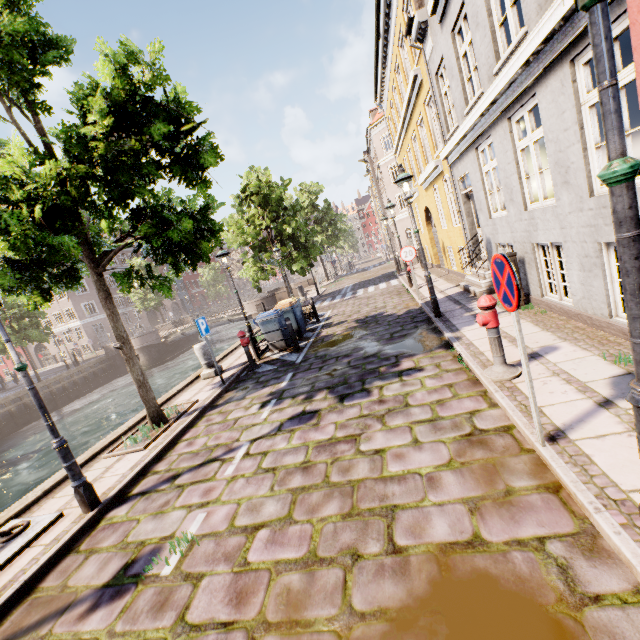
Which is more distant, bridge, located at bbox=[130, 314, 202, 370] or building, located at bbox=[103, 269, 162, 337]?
building, located at bbox=[103, 269, 162, 337]

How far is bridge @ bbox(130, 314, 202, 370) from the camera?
29.73m

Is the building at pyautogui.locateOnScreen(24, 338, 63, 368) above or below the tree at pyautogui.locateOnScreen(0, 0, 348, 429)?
below

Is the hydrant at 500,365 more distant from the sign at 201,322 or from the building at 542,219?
the building at 542,219

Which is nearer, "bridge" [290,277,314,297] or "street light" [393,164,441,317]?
"street light" [393,164,441,317]

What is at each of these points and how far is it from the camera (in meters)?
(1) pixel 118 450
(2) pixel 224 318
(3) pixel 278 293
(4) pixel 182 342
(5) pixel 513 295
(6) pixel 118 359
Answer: (1) tree planter, 6.44
(2) bridge, 29.22
(3) bridge, 27.33
(4) bridge, 34.12
(5) sign, 2.71
(6) bridge, 31.27

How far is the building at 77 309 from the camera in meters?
42.0

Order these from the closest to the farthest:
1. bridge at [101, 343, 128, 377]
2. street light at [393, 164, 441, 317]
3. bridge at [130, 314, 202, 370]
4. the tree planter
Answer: the tree planter, street light at [393, 164, 441, 317], bridge at [130, 314, 202, 370], bridge at [101, 343, 128, 377]
